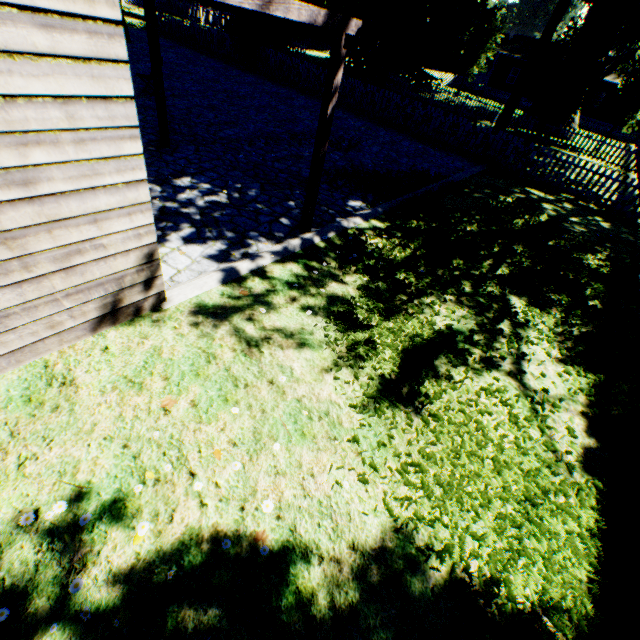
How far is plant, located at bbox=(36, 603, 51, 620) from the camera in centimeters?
207cm

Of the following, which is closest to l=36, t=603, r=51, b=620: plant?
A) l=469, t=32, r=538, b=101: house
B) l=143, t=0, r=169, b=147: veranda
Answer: l=469, t=32, r=538, b=101: house

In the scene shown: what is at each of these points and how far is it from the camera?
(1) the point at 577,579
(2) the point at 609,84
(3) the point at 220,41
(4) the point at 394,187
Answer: (1) plant, 2.84m
(2) house, 35.84m
(3) fence, 19.81m
(4) plant, 9.36m

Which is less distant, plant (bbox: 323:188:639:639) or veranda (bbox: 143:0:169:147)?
plant (bbox: 323:188:639:639)

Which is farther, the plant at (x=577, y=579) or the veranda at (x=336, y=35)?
the veranda at (x=336, y=35)

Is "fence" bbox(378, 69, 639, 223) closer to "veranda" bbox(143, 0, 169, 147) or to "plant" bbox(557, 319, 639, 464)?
"plant" bbox(557, 319, 639, 464)

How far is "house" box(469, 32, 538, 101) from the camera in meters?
39.5
